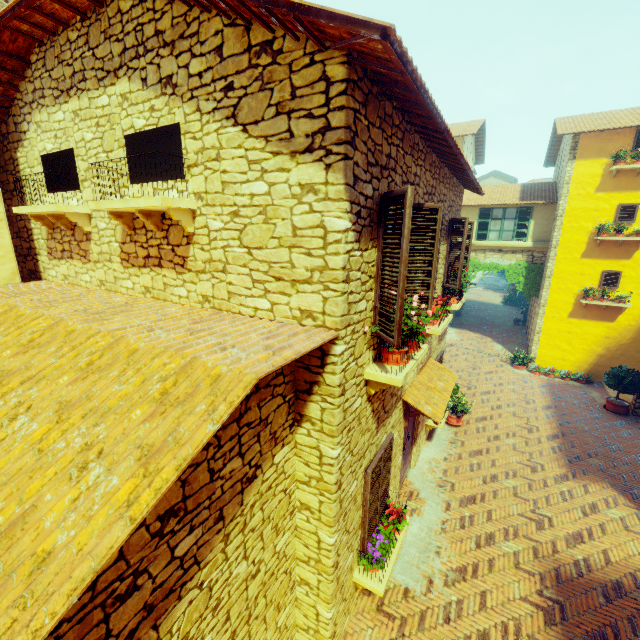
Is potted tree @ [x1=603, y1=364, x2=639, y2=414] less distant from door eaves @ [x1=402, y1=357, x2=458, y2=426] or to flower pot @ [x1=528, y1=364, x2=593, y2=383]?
flower pot @ [x1=528, y1=364, x2=593, y2=383]

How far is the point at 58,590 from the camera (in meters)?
1.37

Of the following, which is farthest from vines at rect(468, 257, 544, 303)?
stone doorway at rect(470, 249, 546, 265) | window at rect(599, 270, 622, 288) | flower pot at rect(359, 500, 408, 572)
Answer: flower pot at rect(359, 500, 408, 572)

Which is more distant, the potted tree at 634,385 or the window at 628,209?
the window at 628,209

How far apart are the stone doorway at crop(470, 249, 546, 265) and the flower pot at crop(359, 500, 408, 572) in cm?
1396

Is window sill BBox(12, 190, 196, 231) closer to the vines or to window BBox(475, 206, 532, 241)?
window BBox(475, 206, 532, 241)

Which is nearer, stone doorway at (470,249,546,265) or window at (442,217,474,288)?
window at (442,217,474,288)

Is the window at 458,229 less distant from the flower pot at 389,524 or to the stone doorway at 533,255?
the stone doorway at 533,255
